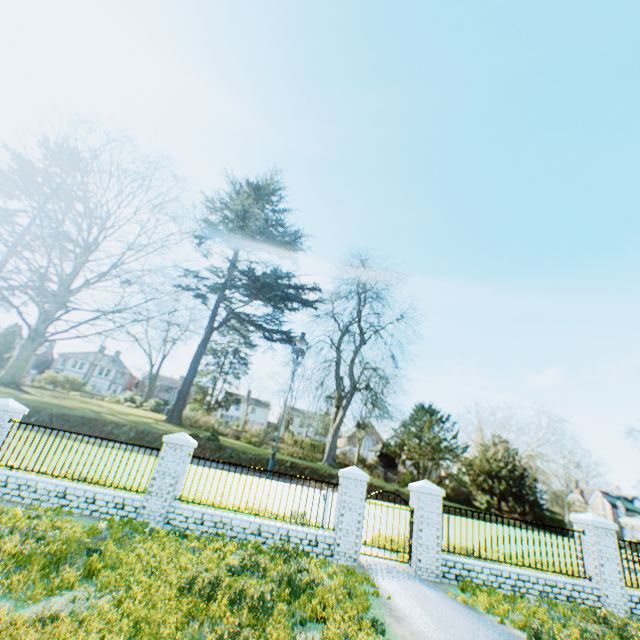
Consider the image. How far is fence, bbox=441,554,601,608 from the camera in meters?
9.2

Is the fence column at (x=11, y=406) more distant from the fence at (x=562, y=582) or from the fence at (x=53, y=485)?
the fence at (x=562, y=582)

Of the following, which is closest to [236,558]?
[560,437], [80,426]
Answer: [80,426]

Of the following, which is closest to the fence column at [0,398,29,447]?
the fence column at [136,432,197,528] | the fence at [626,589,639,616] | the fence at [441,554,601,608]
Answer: the fence column at [136,432,197,528]

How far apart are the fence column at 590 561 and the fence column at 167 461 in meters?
12.7

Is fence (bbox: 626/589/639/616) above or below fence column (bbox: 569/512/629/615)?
below

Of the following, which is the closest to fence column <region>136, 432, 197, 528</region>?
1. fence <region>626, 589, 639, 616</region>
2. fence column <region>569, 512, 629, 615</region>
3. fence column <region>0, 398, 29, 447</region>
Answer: fence column <region>0, 398, 29, 447</region>

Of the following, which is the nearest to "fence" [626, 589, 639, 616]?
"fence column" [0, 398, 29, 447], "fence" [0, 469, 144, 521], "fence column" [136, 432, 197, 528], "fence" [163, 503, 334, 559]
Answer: "fence" [163, 503, 334, 559]
